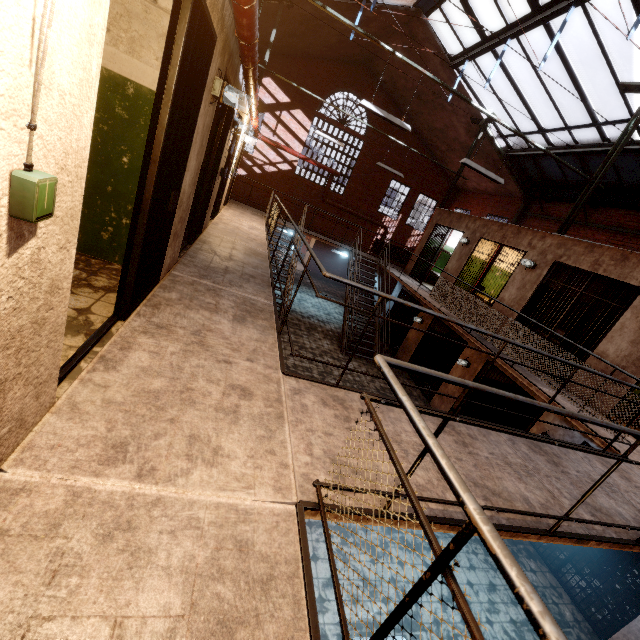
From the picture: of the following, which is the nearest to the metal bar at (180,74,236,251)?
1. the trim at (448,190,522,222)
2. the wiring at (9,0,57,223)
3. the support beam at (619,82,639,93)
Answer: the support beam at (619,82,639,93)

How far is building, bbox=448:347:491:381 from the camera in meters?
9.1

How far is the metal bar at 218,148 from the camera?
4.68m

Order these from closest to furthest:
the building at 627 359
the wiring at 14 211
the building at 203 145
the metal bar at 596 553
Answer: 1. the wiring at 14 211
2. the building at 203 145
3. the metal bar at 596 553
4. the building at 627 359

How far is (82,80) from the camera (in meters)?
1.14

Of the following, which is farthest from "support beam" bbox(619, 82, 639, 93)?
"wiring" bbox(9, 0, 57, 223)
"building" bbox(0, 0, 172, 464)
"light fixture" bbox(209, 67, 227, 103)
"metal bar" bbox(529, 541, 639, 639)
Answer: "metal bar" bbox(529, 541, 639, 639)

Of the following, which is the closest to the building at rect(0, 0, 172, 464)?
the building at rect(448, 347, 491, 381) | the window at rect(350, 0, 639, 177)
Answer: the window at rect(350, 0, 639, 177)

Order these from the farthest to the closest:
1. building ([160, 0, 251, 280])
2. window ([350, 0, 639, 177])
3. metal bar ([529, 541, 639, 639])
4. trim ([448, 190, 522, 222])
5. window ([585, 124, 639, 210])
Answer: trim ([448, 190, 522, 222]) → window ([585, 124, 639, 210]) → window ([350, 0, 639, 177]) → metal bar ([529, 541, 639, 639]) → building ([160, 0, 251, 280])
